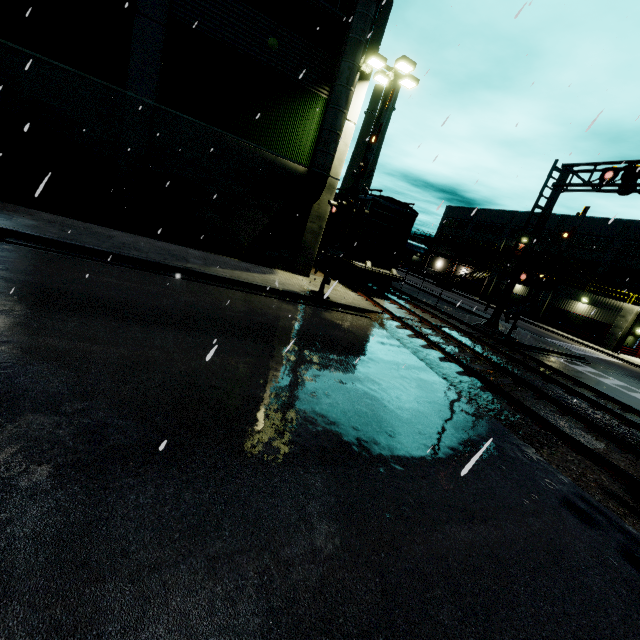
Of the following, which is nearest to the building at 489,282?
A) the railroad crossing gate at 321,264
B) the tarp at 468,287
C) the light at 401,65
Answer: the light at 401,65

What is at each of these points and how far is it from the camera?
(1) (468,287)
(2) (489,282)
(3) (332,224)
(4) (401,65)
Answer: (1) tarp, 48.9m
(2) building, 45.8m
(3) cargo car, 20.1m
(4) light, 13.2m

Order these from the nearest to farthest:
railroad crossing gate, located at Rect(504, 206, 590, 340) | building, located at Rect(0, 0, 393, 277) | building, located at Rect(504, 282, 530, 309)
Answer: building, located at Rect(0, 0, 393, 277) < railroad crossing gate, located at Rect(504, 206, 590, 340) < building, located at Rect(504, 282, 530, 309)

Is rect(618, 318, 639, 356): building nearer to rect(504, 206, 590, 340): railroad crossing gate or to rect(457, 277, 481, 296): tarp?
rect(457, 277, 481, 296): tarp

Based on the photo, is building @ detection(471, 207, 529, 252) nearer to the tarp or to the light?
the light

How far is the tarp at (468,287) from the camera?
47.6 meters

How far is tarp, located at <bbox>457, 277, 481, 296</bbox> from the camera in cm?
4756

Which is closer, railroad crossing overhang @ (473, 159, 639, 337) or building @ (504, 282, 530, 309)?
railroad crossing overhang @ (473, 159, 639, 337)
